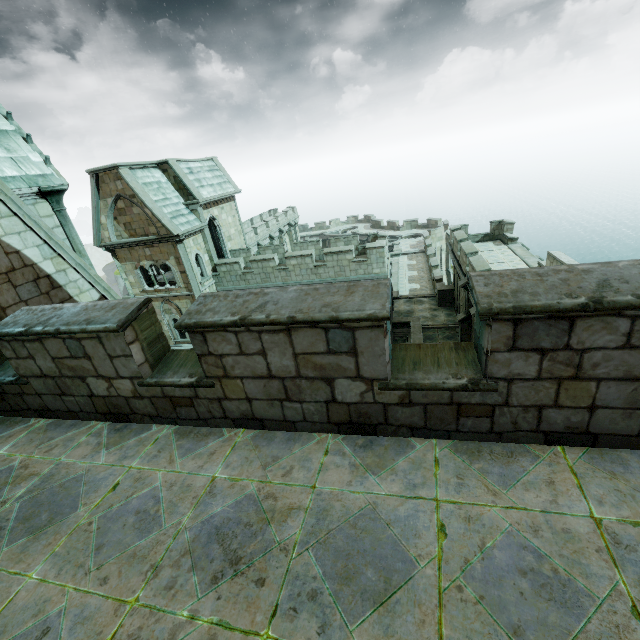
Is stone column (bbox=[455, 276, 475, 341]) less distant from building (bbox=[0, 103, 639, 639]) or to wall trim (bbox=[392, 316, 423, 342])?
wall trim (bbox=[392, 316, 423, 342])

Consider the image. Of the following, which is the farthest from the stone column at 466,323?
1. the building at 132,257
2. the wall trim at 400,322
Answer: the building at 132,257

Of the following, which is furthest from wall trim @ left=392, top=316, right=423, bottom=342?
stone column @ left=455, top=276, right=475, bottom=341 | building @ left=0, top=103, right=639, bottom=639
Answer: stone column @ left=455, top=276, right=475, bottom=341

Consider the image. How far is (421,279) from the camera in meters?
31.8

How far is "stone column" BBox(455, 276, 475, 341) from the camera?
17.20m

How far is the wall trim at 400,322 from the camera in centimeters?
2053cm
